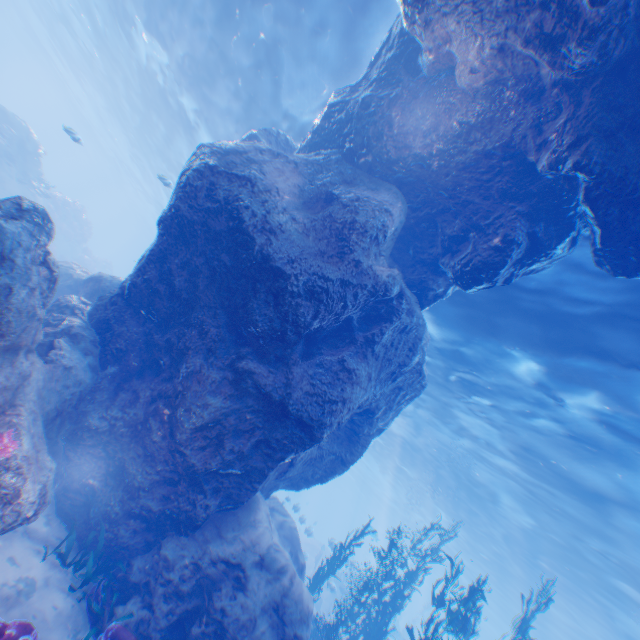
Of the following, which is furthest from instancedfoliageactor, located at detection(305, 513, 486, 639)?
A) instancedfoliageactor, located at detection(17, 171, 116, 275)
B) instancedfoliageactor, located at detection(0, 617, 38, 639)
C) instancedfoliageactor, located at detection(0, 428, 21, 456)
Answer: instancedfoliageactor, located at detection(17, 171, 116, 275)

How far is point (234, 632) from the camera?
6.0 meters

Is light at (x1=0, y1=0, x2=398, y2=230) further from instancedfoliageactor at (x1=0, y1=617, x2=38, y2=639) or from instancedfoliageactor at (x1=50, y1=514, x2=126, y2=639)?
instancedfoliageactor at (x1=0, y1=617, x2=38, y2=639)

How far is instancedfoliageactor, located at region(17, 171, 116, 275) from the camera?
21.11m

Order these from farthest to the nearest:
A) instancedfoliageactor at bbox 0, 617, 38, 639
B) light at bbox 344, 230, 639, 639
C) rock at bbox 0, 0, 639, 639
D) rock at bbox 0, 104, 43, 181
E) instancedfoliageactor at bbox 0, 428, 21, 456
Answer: rock at bbox 0, 104, 43, 181
light at bbox 344, 230, 639, 639
rock at bbox 0, 0, 639, 639
instancedfoliageactor at bbox 0, 428, 21, 456
instancedfoliageactor at bbox 0, 617, 38, 639

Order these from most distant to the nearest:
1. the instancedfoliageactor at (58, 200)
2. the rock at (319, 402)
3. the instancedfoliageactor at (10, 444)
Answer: the instancedfoliageactor at (58, 200), the rock at (319, 402), the instancedfoliageactor at (10, 444)

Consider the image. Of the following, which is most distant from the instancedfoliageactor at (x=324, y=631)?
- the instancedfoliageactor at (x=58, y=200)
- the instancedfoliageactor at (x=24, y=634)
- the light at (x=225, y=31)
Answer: the instancedfoliageactor at (x=58, y=200)

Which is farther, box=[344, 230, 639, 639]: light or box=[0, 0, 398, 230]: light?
box=[0, 0, 398, 230]: light
